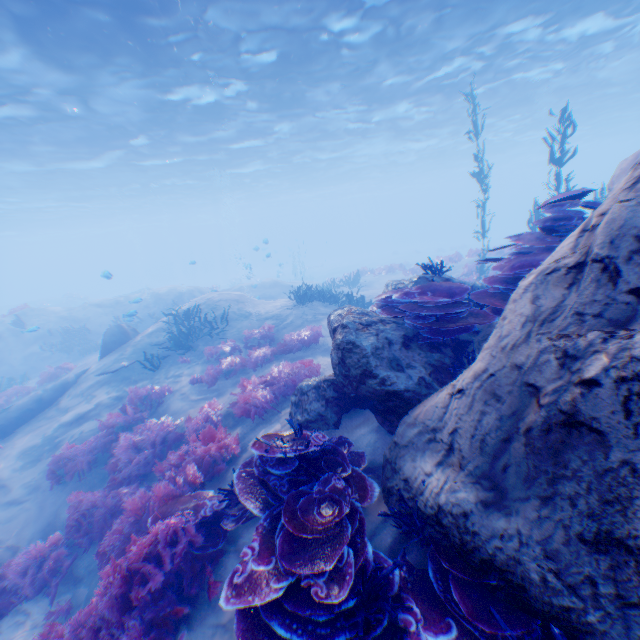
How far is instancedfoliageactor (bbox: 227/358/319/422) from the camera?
7.3 meters

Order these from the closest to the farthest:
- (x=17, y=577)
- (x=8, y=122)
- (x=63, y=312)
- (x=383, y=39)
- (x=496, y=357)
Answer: (x=496, y=357) < (x=17, y=577) < (x=383, y=39) < (x=8, y=122) < (x=63, y=312)

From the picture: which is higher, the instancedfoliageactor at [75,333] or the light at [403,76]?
the light at [403,76]

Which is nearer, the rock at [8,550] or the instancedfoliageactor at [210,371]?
the rock at [8,550]

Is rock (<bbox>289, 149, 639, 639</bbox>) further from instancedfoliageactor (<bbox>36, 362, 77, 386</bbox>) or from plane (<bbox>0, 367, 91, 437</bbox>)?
instancedfoliageactor (<bbox>36, 362, 77, 386</bbox>)

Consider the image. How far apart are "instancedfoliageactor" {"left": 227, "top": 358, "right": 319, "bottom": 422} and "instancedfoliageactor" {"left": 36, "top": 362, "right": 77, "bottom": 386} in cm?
1068

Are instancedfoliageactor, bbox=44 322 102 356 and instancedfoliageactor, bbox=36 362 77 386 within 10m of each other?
yes

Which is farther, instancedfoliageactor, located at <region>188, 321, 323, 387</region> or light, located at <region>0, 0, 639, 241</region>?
light, located at <region>0, 0, 639, 241</region>
